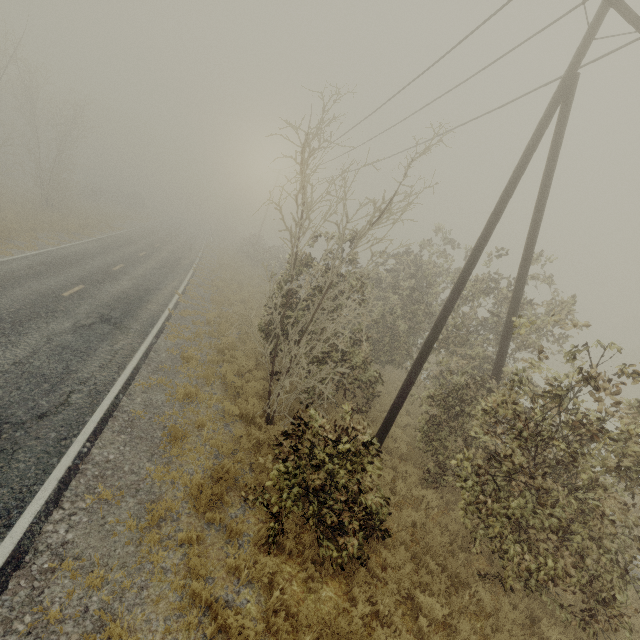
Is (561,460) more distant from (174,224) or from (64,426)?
(174,224)
